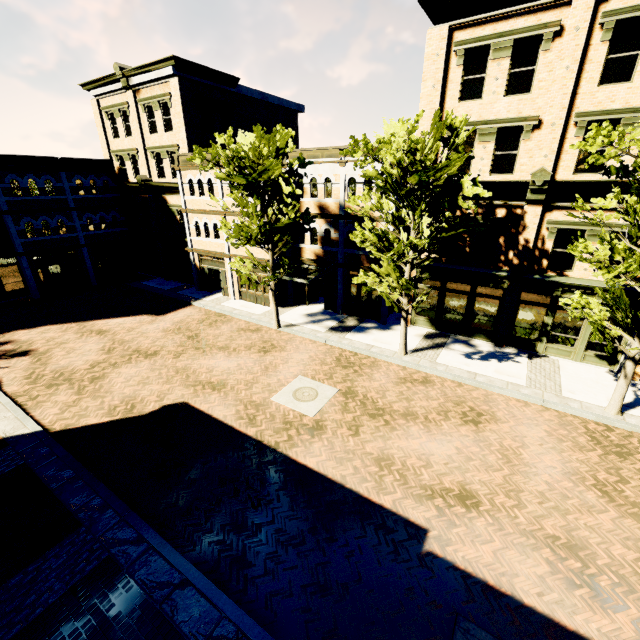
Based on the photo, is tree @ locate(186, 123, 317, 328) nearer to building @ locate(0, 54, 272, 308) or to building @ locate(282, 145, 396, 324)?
building @ locate(282, 145, 396, 324)

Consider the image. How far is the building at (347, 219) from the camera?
17.9 meters

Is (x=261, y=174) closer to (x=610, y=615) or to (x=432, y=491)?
(x=432, y=491)

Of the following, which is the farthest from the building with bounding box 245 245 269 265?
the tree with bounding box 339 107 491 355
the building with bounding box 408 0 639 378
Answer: the tree with bounding box 339 107 491 355

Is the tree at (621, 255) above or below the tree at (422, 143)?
below

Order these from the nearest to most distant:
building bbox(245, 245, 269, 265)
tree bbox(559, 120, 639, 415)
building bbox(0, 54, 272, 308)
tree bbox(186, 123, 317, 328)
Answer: tree bbox(559, 120, 639, 415) < tree bbox(186, 123, 317, 328) < building bbox(245, 245, 269, 265) < building bbox(0, 54, 272, 308)
